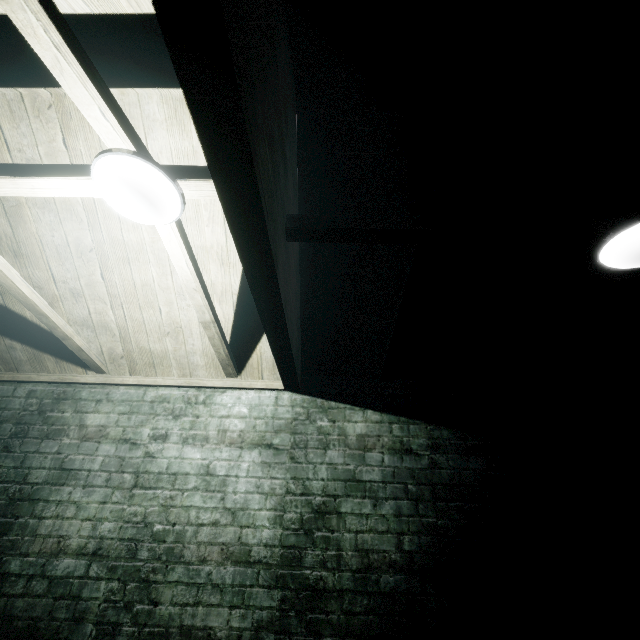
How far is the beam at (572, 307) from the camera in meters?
1.7

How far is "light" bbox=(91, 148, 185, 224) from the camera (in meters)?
1.14

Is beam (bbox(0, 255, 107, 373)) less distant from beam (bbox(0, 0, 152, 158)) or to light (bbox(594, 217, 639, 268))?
beam (bbox(0, 0, 152, 158))

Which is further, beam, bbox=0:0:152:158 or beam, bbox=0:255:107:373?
beam, bbox=0:255:107:373

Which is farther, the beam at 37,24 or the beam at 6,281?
the beam at 6,281

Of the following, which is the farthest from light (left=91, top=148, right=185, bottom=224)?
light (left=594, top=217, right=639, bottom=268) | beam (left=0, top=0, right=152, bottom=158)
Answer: light (left=594, top=217, right=639, bottom=268)

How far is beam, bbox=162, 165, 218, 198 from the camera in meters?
1.3

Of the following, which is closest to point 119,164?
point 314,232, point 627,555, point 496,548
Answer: point 314,232
